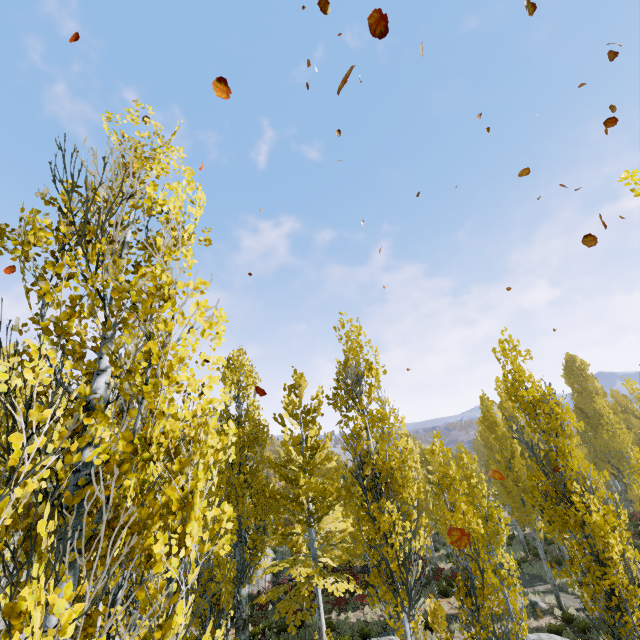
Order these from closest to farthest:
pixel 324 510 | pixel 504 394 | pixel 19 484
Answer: pixel 19 484, pixel 324 510, pixel 504 394
